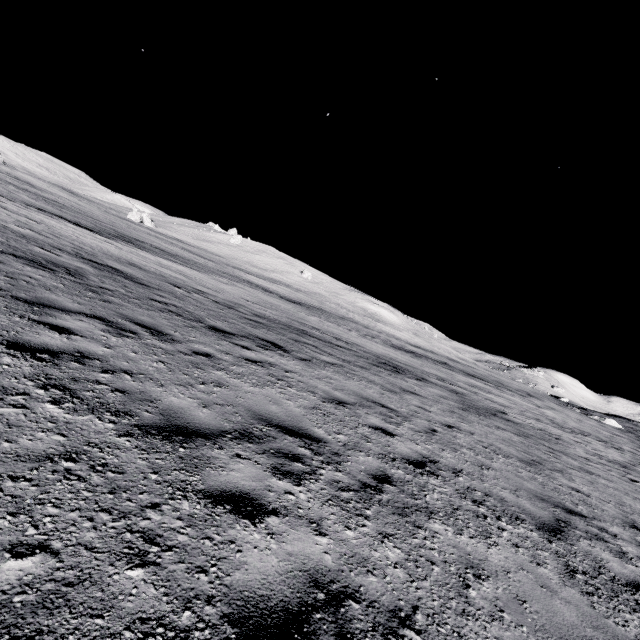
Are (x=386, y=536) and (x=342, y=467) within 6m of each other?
yes
